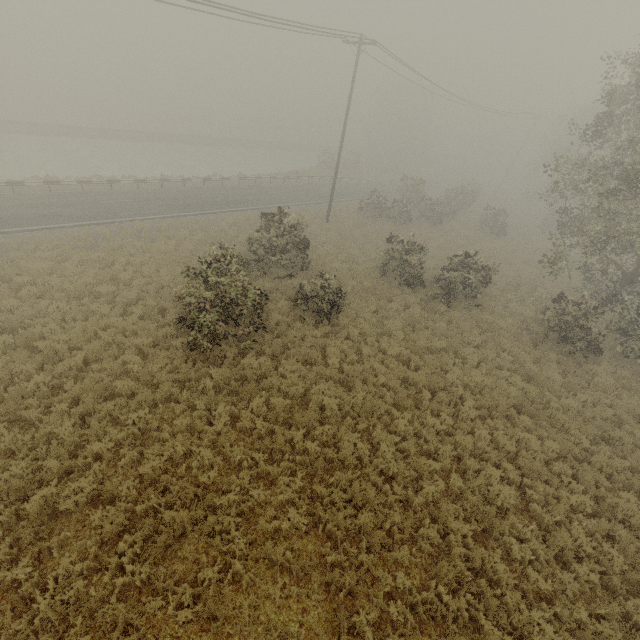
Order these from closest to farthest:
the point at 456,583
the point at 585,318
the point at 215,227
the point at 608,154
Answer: the point at 456,583
the point at 585,318
the point at 608,154
the point at 215,227
